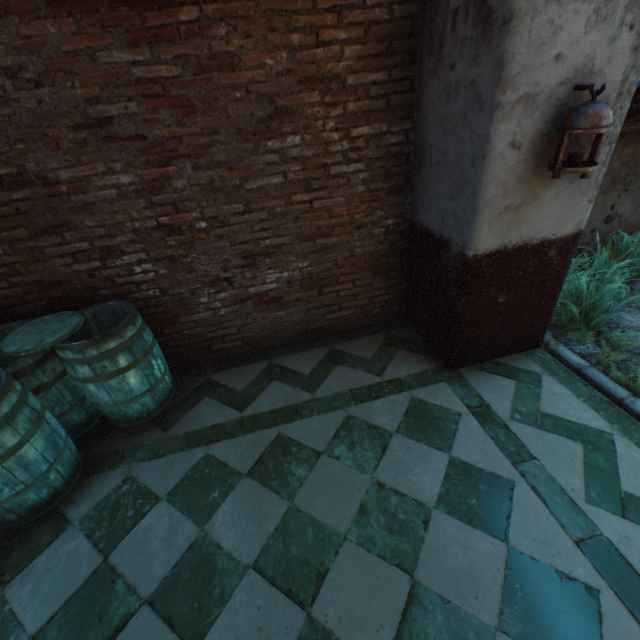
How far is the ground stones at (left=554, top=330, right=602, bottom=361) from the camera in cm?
310

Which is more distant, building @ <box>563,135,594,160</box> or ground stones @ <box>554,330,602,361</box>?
ground stones @ <box>554,330,602,361</box>

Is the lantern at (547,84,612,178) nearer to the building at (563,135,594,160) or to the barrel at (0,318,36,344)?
the building at (563,135,594,160)

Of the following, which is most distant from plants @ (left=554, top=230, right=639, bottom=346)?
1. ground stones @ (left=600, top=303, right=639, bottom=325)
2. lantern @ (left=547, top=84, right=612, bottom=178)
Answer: lantern @ (left=547, top=84, right=612, bottom=178)

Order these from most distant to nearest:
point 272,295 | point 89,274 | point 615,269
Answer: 1. point 615,269
2. point 272,295
3. point 89,274

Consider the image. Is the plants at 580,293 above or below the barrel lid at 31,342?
below

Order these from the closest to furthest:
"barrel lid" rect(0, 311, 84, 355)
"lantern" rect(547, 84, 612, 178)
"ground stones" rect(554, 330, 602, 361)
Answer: "lantern" rect(547, 84, 612, 178) → "barrel lid" rect(0, 311, 84, 355) → "ground stones" rect(554, 330, 602, 361)

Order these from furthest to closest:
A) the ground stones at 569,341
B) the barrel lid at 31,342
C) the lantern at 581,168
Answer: the ground stones at 569,341
the barrel lid at 31,342
the lantern at 581,168
